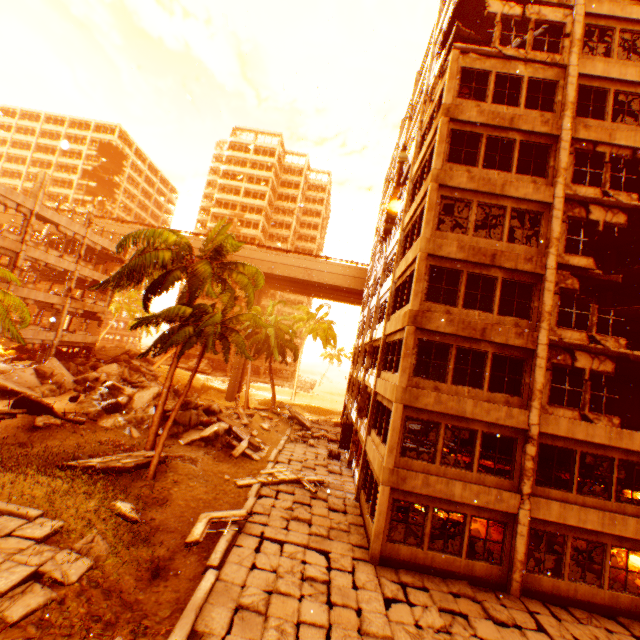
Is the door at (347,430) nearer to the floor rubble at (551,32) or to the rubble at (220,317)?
the rubble at (220,317)

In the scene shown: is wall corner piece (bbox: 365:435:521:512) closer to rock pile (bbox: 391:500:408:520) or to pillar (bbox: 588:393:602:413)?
rock pile (bbox: 391:500:408:520)

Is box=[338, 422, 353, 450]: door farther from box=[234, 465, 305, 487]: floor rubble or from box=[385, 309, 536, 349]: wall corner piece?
box=[385, 309, 536, 349]: wall corner piece

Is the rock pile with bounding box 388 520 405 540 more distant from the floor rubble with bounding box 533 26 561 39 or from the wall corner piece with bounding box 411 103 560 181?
the floor rubble with bounding box 533 26 561 39

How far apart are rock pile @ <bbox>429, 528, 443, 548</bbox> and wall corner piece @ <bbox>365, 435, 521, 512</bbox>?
2.0m

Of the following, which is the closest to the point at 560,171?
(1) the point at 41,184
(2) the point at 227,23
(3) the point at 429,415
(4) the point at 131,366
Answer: (3) the point at 429,415

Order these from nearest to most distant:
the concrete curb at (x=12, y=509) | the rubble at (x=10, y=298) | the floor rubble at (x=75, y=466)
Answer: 1. the concrete curb at (x=12, y=509)
2. the floor rubble at (x=75, y=466)
3. the rubble at (x=10, y=298)

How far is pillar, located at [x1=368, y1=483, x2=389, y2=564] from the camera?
11.5 meters
